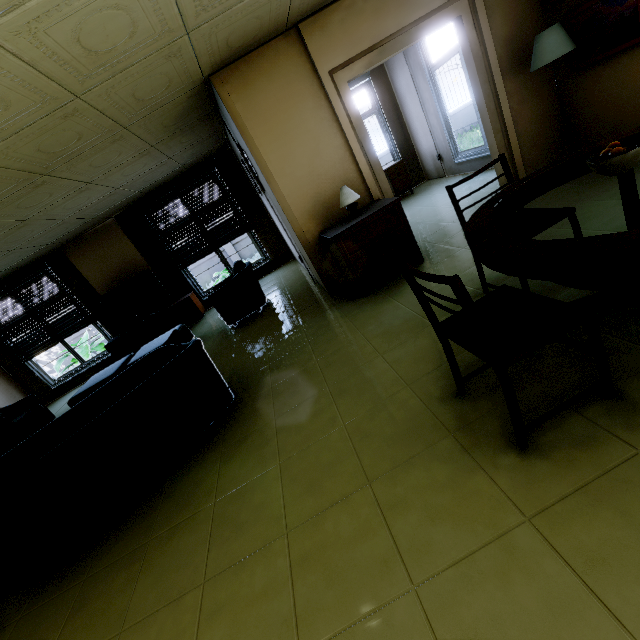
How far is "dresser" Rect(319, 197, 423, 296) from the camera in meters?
3.5

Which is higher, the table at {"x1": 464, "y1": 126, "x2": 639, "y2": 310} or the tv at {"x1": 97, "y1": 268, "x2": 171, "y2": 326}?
the tv at {"x1": 97, "y1": 268, "x2": 171, "y2": 326}

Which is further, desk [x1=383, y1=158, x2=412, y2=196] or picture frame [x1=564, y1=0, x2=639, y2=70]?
desk [x1=383, y1=158, x2=412, y2=196]

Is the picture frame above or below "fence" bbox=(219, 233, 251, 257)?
above

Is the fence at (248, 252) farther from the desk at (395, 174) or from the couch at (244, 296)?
the couch at (244, 296)

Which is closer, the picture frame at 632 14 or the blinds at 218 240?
the picture frame at 632 14

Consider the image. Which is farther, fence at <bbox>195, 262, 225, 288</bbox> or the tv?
fence at <bbox>195, 262, 225, 288</bbox>

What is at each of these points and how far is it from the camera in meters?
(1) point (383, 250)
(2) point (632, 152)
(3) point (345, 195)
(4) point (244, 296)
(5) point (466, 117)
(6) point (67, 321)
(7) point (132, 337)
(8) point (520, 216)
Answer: (1) dresser, 3.7 m
(2) fruit bowl, 1.3 m
(3) lamp, 3.6 m
(4) couch, 5.3 m
(5) fence, 13.9 m
(6) blinds, 7.5 m
(7) tv cabinet, 7.3 m
(8) chair, 2.3 m
